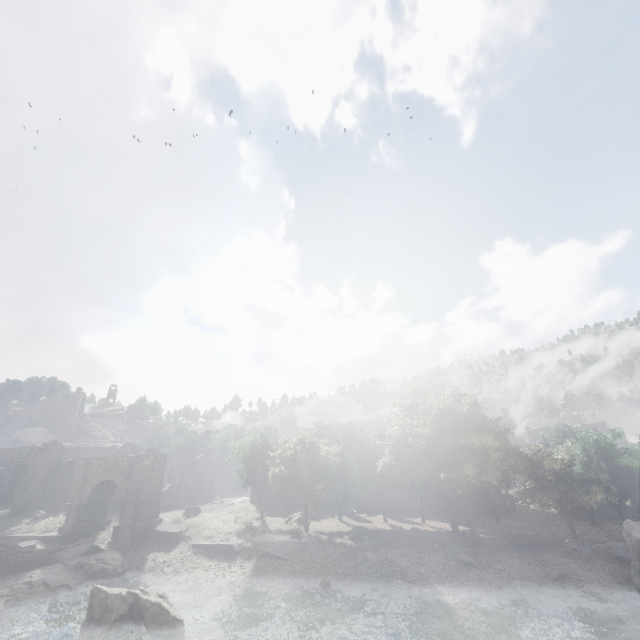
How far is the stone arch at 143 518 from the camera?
27.2 meters

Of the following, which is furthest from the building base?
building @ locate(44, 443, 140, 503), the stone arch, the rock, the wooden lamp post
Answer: building @ locate(44, 443, 140, 503)

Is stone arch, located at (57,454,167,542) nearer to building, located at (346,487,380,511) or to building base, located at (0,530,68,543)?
building base, located at (0,530,68,543)

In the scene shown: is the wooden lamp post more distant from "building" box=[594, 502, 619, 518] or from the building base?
"building" box=[594, 502, 619, 518]

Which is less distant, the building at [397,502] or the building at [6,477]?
the building at [397,502]

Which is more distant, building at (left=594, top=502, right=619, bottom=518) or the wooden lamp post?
building at (left=594, top=502, right=619, bottom=518)

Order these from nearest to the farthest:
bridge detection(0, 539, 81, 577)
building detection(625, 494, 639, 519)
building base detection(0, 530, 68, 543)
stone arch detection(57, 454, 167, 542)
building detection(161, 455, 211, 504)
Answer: bridge detection(0, 539, 81, 577), building base detection(0, 530, 68, 543), stone arch detection(57, 454, 167, 542), building detection(625, 494, 639, 519), building detection(161, 455, 211, 504)

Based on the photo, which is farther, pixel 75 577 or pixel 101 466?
pixel 101 466
